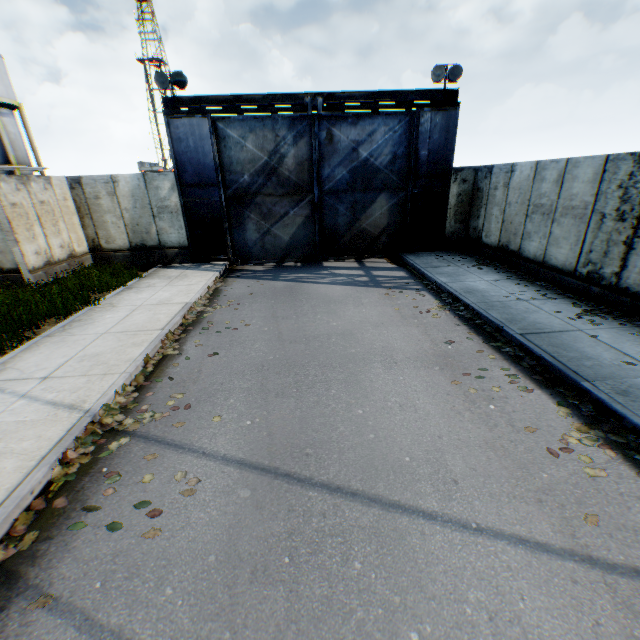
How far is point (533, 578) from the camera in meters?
2.8 m

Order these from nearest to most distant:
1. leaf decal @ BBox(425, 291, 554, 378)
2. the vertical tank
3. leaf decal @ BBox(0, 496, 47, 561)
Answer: leaf decal @ BBox(0, 496, 47, 561) < leaf decal @ BBox(425, 291, 554, 378) < the vertical tank

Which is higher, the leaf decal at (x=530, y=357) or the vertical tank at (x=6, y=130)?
the vertical tank at (x=6, y=130)

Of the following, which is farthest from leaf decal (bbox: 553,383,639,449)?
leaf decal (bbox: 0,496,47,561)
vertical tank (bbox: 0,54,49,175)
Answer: vertical tank (bbox: 0,54,49,175)

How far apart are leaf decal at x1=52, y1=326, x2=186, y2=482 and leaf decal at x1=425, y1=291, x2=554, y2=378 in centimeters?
531cm

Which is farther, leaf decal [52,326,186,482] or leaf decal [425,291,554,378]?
leaf decal [425,291,554,378]

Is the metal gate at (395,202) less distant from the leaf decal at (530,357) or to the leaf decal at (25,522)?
the leaf decal at (530,357)

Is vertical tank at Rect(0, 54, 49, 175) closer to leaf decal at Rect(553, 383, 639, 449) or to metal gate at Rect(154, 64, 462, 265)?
metal gate at Rect(154, 64, 462, 265)
